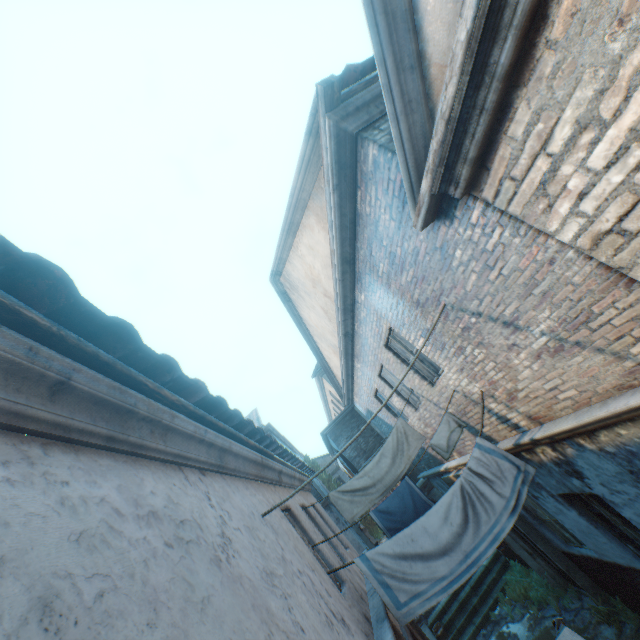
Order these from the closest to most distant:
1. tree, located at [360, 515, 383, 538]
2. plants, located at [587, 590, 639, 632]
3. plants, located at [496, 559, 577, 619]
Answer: plants, located at [587, 590, 639, 632], plants, located at [496, 559, 577, 619], tree, located at [360, 515, 383, 538]

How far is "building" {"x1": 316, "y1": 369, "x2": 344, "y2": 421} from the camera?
18.5 meters

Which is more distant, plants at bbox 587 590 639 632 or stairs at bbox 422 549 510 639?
stairs at bbox 422 549 510 639

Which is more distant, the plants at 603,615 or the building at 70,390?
the plants at 603,615

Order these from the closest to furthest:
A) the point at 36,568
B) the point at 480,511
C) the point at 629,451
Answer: the point at 36,568, the point at 629,451, the point at 480,511

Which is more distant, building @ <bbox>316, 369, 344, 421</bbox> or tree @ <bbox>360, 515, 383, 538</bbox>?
tree @ <bbox>360, 515, 383, 538</bbox>

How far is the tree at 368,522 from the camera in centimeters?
2752cm

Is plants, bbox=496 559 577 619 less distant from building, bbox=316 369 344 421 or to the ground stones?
the ground stones
